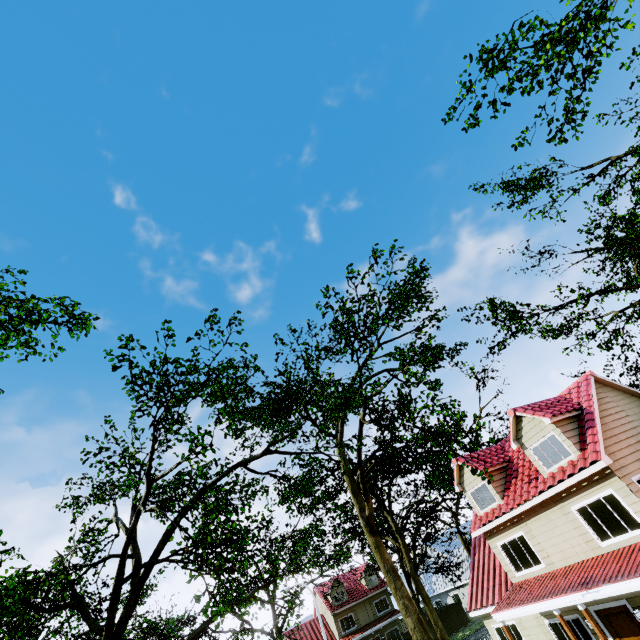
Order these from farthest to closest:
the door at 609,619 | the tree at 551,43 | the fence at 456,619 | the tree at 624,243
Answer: the fence at 456,619
the tree at 624,243
the door at 609,619
the tree at 551,43

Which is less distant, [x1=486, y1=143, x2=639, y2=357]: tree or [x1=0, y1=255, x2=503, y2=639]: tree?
[x1=0, y1=255, x2=503, y2=639]: tree

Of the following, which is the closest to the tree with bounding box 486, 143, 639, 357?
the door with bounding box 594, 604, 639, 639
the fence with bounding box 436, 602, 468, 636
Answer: the fence with bounding box 436, 602, 468, 636

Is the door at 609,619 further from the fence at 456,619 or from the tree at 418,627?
the tree at 418,627

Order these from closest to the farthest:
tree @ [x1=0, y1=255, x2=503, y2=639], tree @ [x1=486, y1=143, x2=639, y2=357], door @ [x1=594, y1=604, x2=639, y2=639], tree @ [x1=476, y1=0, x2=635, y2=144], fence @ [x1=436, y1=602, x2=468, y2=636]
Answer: tree @ [x1=0, y1=255, x2=503, y2=639] < tree @ [x1=476, y1=0, x2=635, y2=144] < door @ [x1=594, y1=604, x2=639, y2=639] < tree @ [x1=486, y1=143, x2=639, y2=357] < fence @ [x1=436, y1=602, x2=468, y2=636]

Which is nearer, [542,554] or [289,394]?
[542,554]
